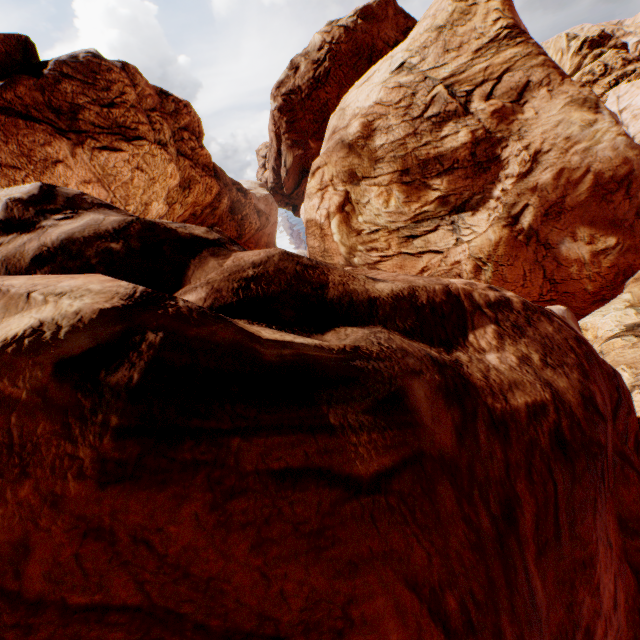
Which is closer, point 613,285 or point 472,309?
point 472,309
